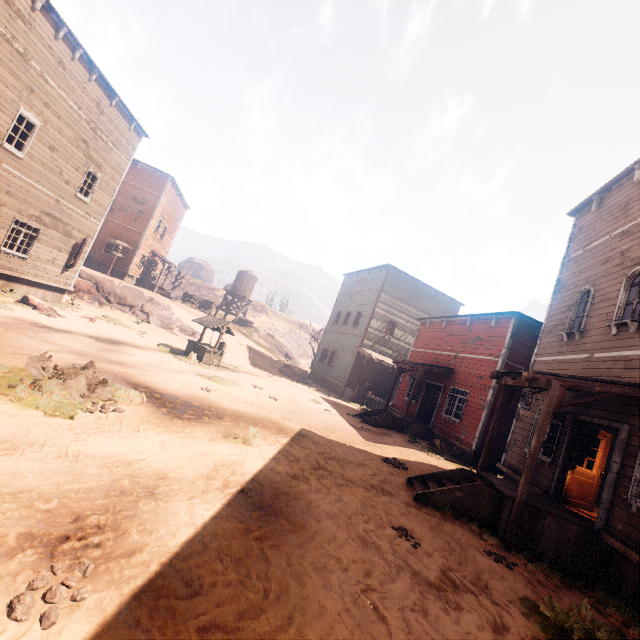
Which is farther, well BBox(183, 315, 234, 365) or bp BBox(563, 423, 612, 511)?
well BBox(183, 315, 234, 365)

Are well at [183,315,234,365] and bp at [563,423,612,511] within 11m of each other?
no

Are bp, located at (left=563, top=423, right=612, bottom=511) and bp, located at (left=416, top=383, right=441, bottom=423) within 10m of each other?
yes

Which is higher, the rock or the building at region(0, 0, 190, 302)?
the building at region(0, 0, 190, 302)

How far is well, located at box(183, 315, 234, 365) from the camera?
16.05m

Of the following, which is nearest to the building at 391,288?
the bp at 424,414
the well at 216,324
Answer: the bp at 424,414

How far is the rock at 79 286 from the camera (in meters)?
22.70

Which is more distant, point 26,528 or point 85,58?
point 85,58
